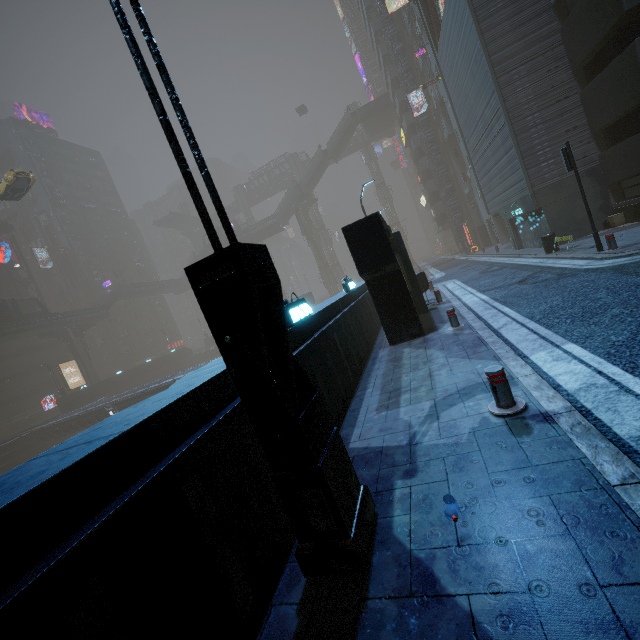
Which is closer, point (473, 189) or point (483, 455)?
point (483, 455)

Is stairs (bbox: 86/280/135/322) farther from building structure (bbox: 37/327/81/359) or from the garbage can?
the garbage can

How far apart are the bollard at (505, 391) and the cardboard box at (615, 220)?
16.4 meters

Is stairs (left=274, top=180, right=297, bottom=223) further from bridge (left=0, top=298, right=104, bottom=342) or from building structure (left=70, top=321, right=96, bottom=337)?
building structure (left=70, top=321, right=96, bottom=337)

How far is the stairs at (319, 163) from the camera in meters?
52.8

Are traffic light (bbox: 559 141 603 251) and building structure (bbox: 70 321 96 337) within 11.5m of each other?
no

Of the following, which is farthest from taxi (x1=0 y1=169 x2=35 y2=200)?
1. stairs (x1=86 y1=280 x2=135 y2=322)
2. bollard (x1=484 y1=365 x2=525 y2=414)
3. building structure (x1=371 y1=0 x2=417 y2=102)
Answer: building structure (x1=371 y1=0 x2=417 y2=102)

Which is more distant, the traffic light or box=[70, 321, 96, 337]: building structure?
box=[70, 321, 96, 337]: building structure
